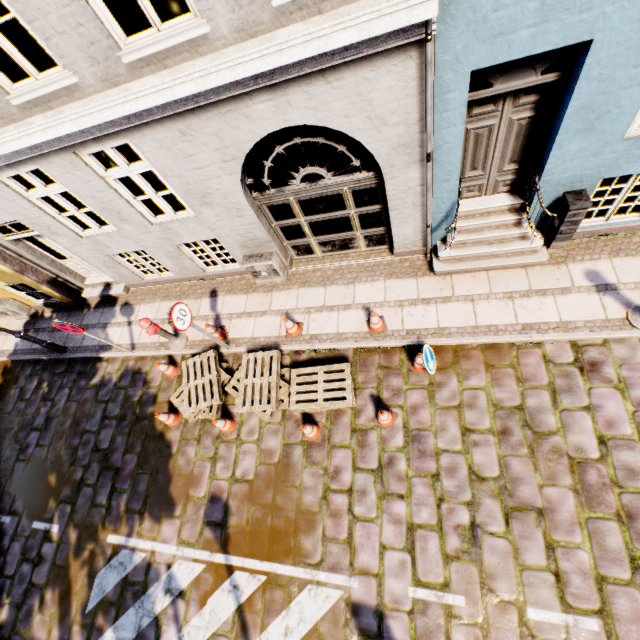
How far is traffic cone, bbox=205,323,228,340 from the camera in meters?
7.2 m

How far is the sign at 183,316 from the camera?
5.70m

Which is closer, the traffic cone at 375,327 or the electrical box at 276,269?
the traffic cone at 375,327

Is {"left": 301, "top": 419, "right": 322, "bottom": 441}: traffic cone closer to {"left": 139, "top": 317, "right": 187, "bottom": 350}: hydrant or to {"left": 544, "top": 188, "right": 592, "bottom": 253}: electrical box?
{"left": 139, "top": 317, "right": 187, "bottom": 350}: hydrant

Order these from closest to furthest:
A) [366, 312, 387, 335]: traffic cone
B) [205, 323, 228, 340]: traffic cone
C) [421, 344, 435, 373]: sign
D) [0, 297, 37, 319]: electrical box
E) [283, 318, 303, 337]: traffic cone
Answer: [421, 344, 435, 373]: sign → [366, 312, 387, 335]: traffic cone → [283, 318, 303, 337]: traffic cone → [205, 323, 228, 340]: traffic cone → [0, 297, 37, 319]: electrical box

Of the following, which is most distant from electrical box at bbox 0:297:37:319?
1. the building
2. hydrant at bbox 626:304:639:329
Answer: hydrant at bbox 626:304:639:329

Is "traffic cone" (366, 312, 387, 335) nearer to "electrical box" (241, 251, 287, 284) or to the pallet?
the pallet

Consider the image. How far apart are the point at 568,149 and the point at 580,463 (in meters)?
4.57
